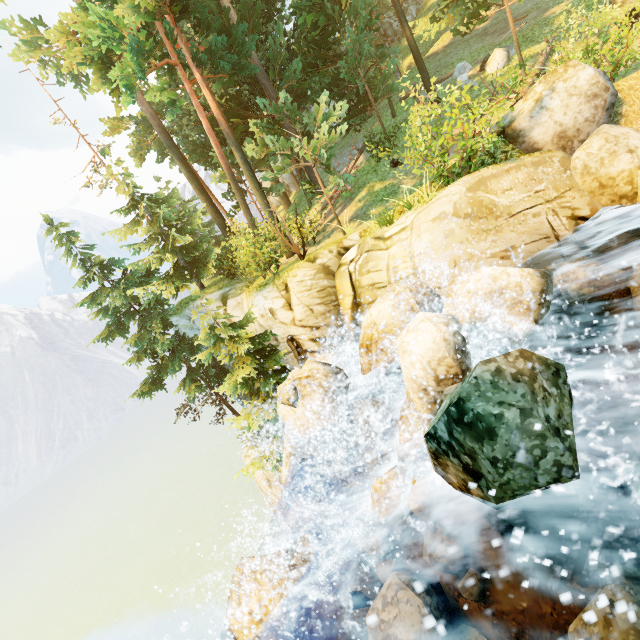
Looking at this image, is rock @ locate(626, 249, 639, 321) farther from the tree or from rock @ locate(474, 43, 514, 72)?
rock @ locate(474, 43, 514, 72)

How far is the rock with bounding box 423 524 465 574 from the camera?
4.03m

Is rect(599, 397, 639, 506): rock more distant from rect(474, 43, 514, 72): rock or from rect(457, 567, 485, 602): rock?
rect(474, 43, 514, 72): rock

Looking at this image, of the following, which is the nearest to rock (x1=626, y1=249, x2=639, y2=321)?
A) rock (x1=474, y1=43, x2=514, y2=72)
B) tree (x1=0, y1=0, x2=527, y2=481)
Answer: tree (x1=0, y1=0, x2=527, y2=481)

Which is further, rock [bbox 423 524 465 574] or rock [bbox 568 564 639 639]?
rock [bbox 423 524 465 574]

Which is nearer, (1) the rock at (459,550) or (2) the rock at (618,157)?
(1) the rock at (459,550)

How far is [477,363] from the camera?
5.4 meters

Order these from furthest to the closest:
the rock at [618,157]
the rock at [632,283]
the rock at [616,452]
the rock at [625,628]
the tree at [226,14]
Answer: the tree at [226,14] < the rock at [618,157] < the rock at [632,283] < the rock at [616,452] < the rock at [625,628]
